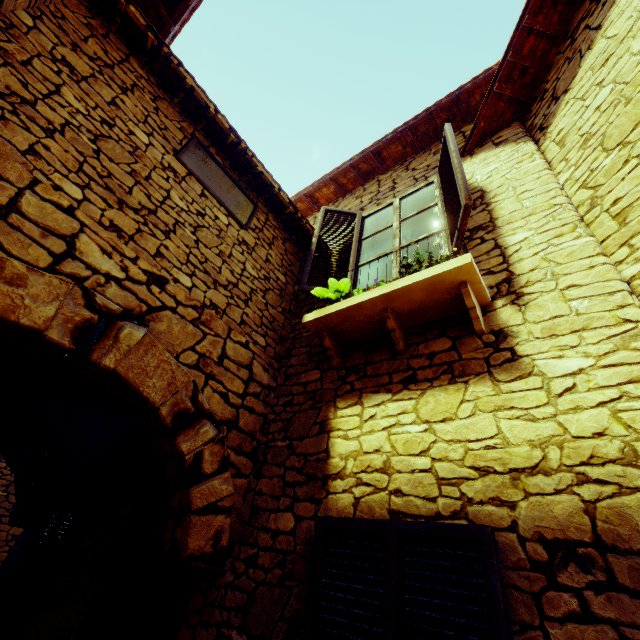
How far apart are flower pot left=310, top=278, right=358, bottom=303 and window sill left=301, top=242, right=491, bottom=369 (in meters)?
0.14

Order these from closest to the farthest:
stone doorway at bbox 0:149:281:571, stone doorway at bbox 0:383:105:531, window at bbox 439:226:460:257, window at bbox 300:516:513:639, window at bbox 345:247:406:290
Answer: window at bbox 300:516:513:639, stone doorway at bbox 0:149:281:571, window at bbox 439:226:460:257, window at bbox 345:247:406:290, stone doorway at bbox 0:383:105:531

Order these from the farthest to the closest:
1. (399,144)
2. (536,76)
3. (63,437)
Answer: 1. (63,437)
2. (399,144)
3. (536,76)

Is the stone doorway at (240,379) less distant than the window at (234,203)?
Yes

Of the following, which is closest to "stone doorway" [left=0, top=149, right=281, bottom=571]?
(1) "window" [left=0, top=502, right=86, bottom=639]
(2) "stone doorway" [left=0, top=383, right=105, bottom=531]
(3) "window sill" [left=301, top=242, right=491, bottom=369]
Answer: (3) "window sill" [left=301, top=242, right=491, bottom=369]

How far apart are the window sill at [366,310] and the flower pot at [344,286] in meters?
0.1 m

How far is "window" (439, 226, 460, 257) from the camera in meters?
2.7 m

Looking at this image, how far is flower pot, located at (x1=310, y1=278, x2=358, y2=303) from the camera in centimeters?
294cm
